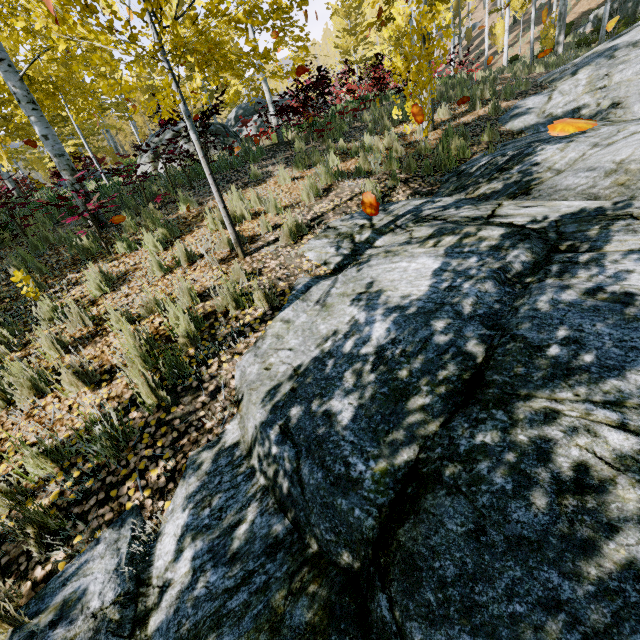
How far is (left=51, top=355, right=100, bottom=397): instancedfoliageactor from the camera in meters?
3.1 m

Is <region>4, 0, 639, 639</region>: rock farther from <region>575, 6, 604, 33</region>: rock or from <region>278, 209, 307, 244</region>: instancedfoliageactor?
<region>575, 6, 604, 33</region>: rock

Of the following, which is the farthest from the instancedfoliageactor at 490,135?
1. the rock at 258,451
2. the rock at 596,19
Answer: the rock at 596,19

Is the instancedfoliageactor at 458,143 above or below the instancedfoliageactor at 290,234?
above

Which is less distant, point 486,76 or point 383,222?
point 383,222

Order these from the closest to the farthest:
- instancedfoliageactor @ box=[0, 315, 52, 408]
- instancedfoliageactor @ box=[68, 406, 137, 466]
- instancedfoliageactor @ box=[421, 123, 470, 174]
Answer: instancedfoliageactor @ box=[68, 406, 137, 466], instancedfoliageactor @ box=[0, 315, 52, 408], instancedfoliageactor @ box=[421, 123, 470, 174]
